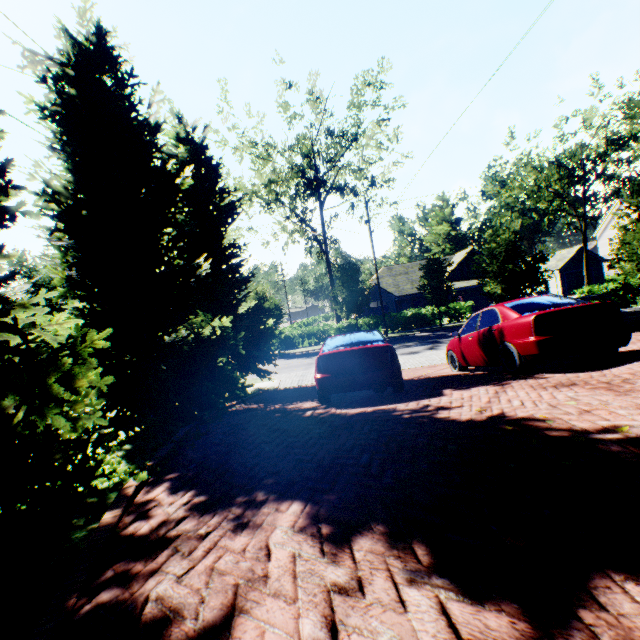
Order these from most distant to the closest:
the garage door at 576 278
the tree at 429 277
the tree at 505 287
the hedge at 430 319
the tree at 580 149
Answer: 1. the garage door at 576 278
2. the hedge at 430 319
3. the tree at 429 277
4. the tree at 580 149
5. the tree at 505 287

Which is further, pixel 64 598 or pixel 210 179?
pixel 210 179

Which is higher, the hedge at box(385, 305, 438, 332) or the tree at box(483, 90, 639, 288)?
the tree at box(483, 90, 639, 288)

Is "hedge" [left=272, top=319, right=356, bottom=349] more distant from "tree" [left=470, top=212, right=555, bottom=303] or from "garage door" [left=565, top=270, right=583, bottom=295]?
"garage door" [left=565, top=270, right=583, bottom=295]

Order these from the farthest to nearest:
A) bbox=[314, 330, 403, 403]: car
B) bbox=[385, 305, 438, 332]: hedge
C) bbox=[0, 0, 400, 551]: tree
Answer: bbox=[385, 305, 438, 332]: hedge → bbox=[314, 330, 403, 403]: car → bbox=[0, 0, 400, 551]: tree

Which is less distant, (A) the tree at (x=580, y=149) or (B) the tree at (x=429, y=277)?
(A) the tree at (x=580, y=149)

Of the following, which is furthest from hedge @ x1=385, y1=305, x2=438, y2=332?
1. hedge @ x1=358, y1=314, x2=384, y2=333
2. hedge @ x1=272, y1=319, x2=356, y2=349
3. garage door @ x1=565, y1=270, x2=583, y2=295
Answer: garage door @ x1=565, y1=270, x2=583, y2=295

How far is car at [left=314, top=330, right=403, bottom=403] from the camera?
6.5 meters
